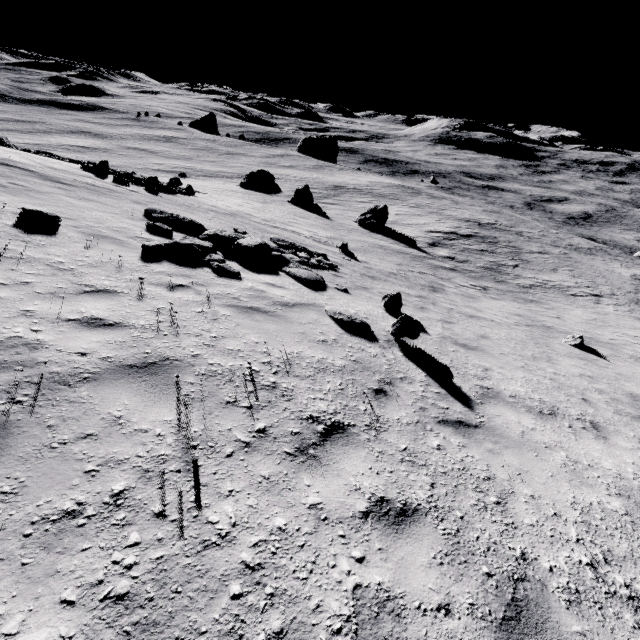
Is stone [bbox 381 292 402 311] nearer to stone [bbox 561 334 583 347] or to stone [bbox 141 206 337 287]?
stone [bbox 141 206 337 287]

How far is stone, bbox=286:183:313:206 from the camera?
32.5 meters

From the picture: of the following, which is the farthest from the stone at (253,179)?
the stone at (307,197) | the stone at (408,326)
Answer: the stone at (408,326)

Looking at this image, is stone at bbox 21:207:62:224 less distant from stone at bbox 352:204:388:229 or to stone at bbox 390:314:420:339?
stone at bbox 390:314:420:339

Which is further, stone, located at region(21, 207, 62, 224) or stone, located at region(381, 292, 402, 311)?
stone, located at region(381, 292, 402, 311)

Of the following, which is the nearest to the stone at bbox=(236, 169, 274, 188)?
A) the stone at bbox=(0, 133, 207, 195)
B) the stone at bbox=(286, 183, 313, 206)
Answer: A: the stone at bbox=(286, 183, 313, 206)

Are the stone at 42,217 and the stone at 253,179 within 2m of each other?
no

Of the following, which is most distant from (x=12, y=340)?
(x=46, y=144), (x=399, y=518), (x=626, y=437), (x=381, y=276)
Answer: (x=46, y=144)
